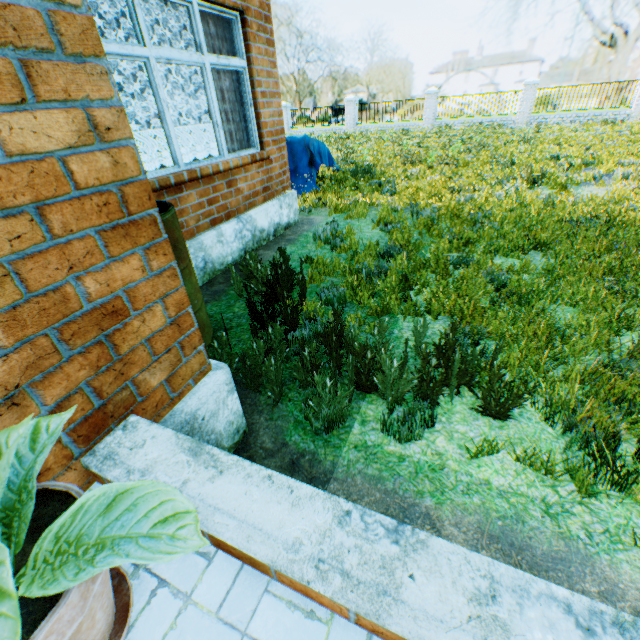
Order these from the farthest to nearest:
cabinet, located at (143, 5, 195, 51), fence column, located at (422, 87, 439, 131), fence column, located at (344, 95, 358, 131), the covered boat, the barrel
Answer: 1. fence column, located at (344, 95, 358, 131)
2. fence column, located at (422, 87, 439, 131)
3. the covered boat
4. cabinet, located at (143, 5, 195, 51)
5. the barrel

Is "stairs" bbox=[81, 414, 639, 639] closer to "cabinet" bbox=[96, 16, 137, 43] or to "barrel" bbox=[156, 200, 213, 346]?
"barrel" bbox=[156, 200, 213, 346]

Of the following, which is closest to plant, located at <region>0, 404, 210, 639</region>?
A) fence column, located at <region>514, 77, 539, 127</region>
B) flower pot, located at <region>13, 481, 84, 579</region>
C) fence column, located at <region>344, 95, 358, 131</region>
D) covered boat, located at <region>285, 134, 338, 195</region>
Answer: flower pot, located at <region>13, 481, 84, 579</region>

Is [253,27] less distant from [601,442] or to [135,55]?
[135,55]

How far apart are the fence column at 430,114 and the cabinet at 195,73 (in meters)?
21.12

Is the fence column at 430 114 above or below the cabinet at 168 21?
below

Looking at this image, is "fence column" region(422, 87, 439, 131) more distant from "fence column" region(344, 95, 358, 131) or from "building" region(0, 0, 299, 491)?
"building" region(0, 0, 299, 491)

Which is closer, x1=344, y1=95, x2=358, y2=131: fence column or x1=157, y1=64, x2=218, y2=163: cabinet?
x1=157, y1=64, x2=218, y2=163: cabinet
